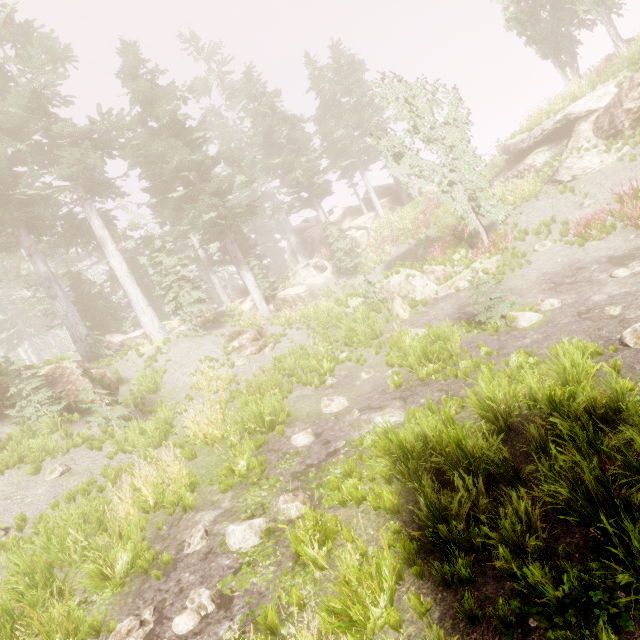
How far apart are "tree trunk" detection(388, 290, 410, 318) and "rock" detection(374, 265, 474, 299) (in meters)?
0.53

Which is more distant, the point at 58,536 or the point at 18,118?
the point at 18,118

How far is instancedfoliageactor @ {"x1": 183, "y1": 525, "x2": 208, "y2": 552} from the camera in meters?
5.9 m

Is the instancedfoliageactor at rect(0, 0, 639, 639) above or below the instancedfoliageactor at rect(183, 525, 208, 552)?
above

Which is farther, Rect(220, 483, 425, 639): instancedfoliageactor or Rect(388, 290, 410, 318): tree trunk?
Rect(388, 290, 410, 318): tree trunk

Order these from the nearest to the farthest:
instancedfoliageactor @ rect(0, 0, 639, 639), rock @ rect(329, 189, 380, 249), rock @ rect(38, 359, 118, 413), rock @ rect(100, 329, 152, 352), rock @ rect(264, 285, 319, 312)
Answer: instancedfoliageactor @ rect(0, 0, 639, 639) < rock @ rect(38, 359, 118, 413) < rock @ rect(100, 329, 152, 352) < rock @ rect(264, 285, 319, 312) < rock @ rect(329, 189, 380, 249)

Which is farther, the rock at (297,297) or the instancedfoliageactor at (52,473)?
the rock at (297,297)

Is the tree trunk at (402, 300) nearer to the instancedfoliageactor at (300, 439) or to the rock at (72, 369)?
the instancedfoliageactor at (300, 439)
